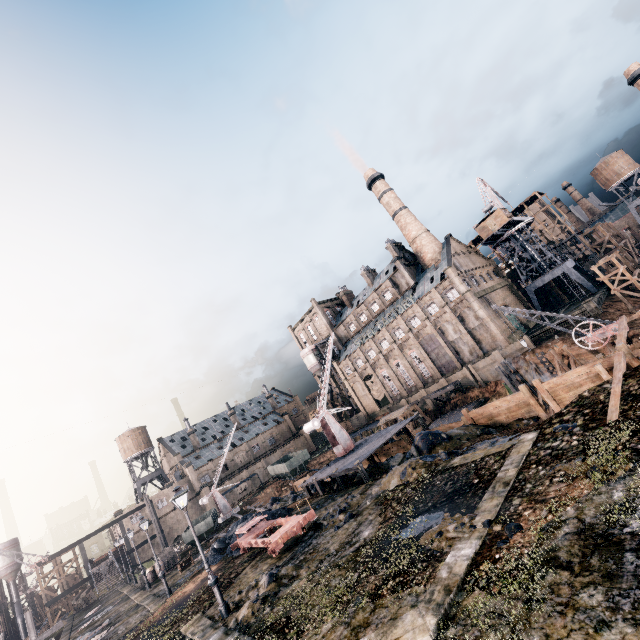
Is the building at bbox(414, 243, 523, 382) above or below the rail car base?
above

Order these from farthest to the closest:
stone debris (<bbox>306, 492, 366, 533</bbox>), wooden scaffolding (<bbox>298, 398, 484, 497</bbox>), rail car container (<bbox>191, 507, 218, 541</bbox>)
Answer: rail car container (<bbox>191, 507, 218, 541</bbox>) → wooden scaffolding (<bbox>298, 398, 484, 497</bbox>) → stone debris (<bbox>306, 492, 366, 533</bbox>)

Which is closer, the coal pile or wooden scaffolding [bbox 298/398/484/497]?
wooden scaffolding [bbox 298/398/484/497]

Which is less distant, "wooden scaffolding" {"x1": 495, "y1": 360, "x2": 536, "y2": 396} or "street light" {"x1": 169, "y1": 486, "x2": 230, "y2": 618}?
"street light" {"x1": 169, "y1": 486, "x2": 230, "y2": 618}

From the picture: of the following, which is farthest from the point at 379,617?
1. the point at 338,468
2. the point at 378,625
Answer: the point at 338,468

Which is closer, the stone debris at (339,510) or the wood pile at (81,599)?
the stone debris at (339,510)

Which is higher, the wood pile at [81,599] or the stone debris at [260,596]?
the wood pile at [81,599]

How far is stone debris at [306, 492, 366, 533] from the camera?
17.1m
